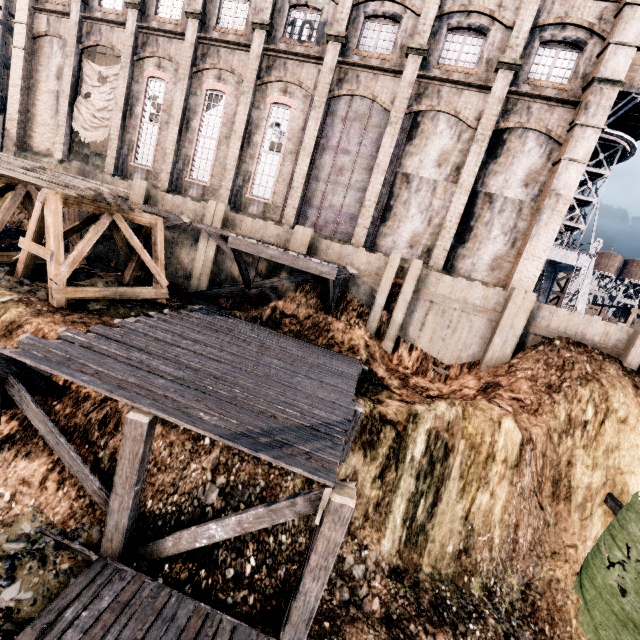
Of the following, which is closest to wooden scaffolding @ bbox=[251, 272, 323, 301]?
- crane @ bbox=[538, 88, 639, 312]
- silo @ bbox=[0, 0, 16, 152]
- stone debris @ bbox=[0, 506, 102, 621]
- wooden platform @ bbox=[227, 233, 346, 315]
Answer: wooden platform @ bbox=[227, 233, 346, 315]

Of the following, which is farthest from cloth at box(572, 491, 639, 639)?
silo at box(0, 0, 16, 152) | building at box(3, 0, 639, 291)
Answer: silo at box(0, 0, 16, 152)

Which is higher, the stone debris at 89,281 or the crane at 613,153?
the crane at 613,153

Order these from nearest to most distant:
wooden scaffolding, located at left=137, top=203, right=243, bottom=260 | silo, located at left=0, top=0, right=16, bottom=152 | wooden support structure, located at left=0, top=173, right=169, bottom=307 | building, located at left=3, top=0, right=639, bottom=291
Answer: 1. wooden support structure, located at left=0, top=173, right=169, bottom=307
2. building, located at left=3, top=0, right=639, bottom=291
3. wooden scaffolding, located at left=137, top=203, right=243, bottom=260
4. silo, located at left=0, top=0, right=16, bottom=152

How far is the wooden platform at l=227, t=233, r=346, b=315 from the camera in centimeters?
1309cm

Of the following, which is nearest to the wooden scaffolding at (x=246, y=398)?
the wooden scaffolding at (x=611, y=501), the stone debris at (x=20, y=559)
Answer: the stone debris at (x=20, y=559)

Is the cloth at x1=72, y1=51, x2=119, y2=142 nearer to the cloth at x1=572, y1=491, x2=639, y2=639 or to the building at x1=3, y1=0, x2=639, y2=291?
the building at x1=3, y1=0, x2=639, y2=291

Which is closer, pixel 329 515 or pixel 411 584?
pixel 329 515
